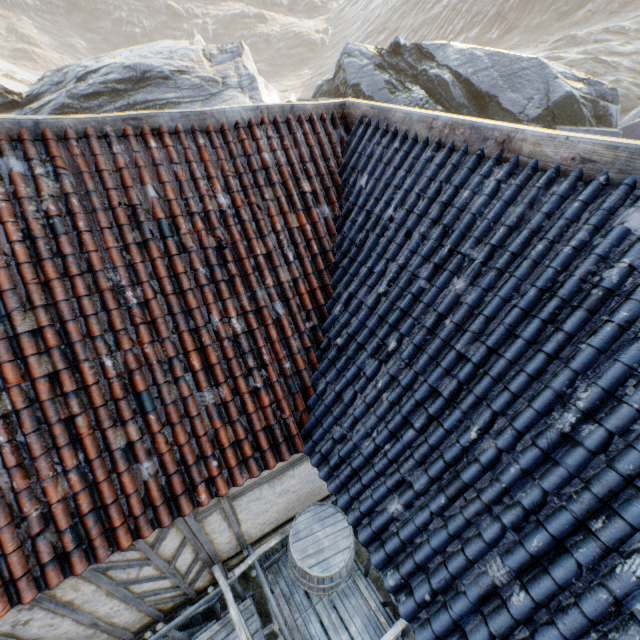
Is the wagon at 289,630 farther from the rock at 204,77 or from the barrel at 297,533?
the rock at 204,77

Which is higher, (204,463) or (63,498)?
(63,498)

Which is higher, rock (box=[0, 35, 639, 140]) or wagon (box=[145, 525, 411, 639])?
rock (box=[0, 35, 639, 140])

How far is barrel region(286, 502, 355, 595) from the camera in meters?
4.3

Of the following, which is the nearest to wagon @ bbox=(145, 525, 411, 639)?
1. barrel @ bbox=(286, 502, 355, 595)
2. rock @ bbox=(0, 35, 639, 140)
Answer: barrel @ bbox=(286, 502, 355, 595)

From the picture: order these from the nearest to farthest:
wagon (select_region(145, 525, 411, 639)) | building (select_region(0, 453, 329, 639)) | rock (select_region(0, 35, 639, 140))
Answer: building (select_region(0, 453, 329, 639)) < wagon (select_region(145, 525, 411, 639)) < rock (select_region(0, 35, 639, 140))

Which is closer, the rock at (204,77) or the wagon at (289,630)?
the wagon at (289,630)

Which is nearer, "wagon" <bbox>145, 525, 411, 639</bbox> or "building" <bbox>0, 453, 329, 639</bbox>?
"building" <bbox>0, 453, 329, 639</bbox>
